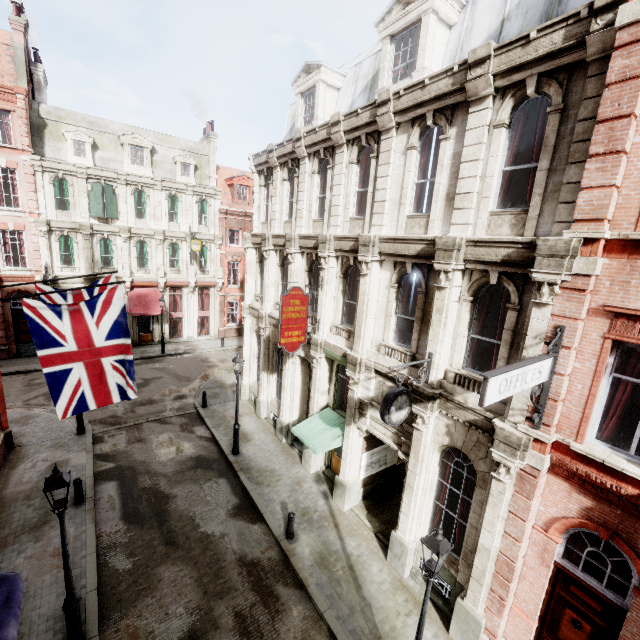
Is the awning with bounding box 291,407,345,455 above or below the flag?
below

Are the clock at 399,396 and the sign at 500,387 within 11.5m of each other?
yes

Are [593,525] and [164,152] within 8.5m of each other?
no

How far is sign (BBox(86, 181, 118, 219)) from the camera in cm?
2373

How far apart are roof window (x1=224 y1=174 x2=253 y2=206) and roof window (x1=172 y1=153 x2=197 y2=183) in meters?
3.3 m

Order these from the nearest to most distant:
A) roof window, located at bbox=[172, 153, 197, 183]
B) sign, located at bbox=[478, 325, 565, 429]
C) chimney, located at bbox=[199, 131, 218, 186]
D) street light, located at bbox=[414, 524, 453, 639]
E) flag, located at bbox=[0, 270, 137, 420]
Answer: sign, located at bbox=[478, 325, 565, 429] → street light, located at bbox=[414, 524, 453, 639] → flag, located at bbox=[0, 270, 137, 420] → roof window, located at bbox=[172, 153, 197, 183] → chimney, located at bbox=[199, 131, 218, 186]

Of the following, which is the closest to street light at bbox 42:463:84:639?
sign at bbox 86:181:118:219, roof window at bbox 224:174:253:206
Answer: sign at bbox 86:181:118:219

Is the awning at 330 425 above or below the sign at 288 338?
below
